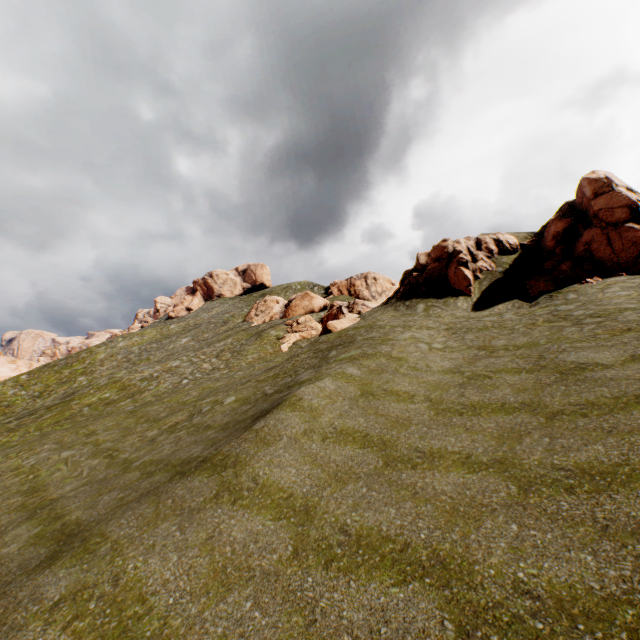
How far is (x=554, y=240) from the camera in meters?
24.7

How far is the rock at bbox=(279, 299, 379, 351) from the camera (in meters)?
27.89

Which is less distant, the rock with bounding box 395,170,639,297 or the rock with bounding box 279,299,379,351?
the rock with bounding box 395,170,639,297

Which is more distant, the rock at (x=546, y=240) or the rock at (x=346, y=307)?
A: the rock at (x=346, y=307)

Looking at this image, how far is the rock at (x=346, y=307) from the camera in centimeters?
2789cm
